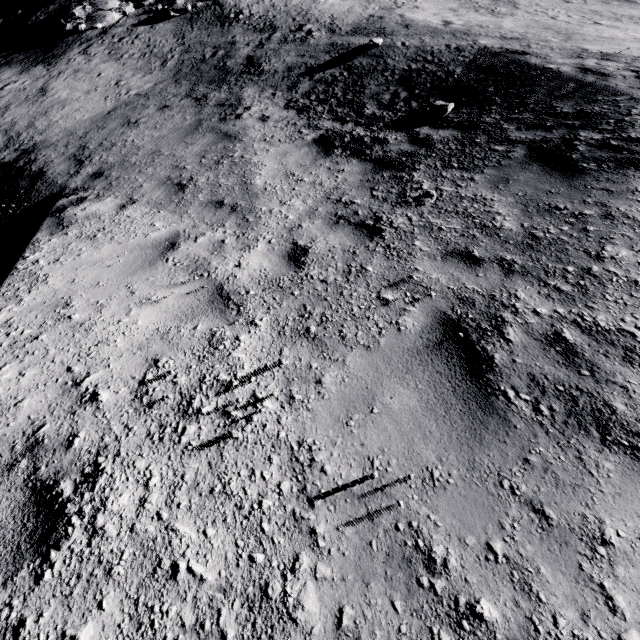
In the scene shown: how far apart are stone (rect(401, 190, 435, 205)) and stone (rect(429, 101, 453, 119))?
3.5 meters

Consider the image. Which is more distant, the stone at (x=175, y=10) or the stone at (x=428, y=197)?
the stone at (x=175, y=10)

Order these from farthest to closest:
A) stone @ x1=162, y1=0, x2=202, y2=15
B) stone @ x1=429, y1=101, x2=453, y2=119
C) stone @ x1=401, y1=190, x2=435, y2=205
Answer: stone @ x1=162, y1=0, x2=202, y2=15 < stone @ x1=429, y1=101, x2=453, y2=119 < stone @ x1=401, y1=190, x2=435, y2=205

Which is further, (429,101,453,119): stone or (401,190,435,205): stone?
(429,101,453,119): stone

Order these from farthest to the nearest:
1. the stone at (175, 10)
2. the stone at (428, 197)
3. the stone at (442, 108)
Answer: the stone at (175, 10) → the stone at (442, 108) → the stone at (428, 197)

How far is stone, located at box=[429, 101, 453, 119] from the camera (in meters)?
6.91

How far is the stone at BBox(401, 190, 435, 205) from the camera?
4.53m

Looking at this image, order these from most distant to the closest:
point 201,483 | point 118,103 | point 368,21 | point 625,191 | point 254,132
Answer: point 368,21 → point 118,103 → point 254,132 → point 625,191 → point 201,483
